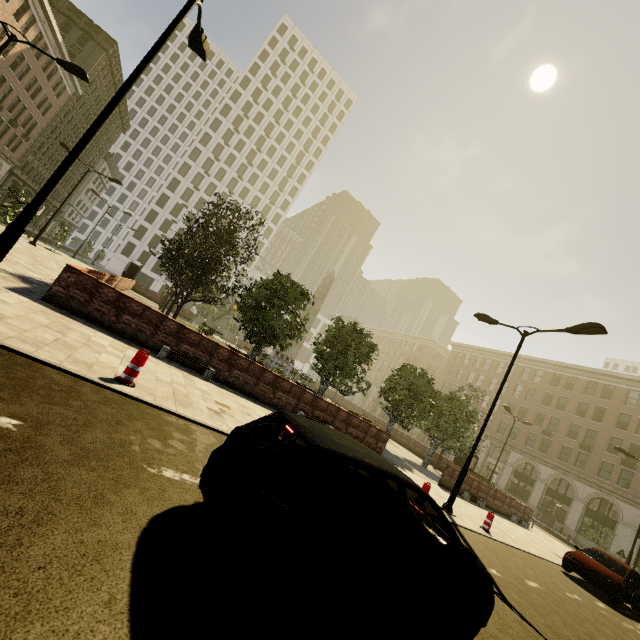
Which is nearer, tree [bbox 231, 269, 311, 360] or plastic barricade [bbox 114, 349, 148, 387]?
plastic barricade [bbox 114, 349, 148, 387]

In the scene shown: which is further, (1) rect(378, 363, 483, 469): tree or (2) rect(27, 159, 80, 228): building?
(2) rect(27, 159, 80, 228): building

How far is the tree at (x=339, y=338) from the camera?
18.05m

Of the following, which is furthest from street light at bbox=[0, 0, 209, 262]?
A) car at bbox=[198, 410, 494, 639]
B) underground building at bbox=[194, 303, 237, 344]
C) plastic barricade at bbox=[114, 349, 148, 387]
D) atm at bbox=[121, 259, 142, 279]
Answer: underground building at bbox=[194, 303, 237, 344]

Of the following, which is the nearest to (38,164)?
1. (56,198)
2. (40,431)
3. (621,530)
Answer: (56,198)

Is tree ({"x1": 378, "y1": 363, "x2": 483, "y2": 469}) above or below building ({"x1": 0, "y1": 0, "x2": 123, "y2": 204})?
below

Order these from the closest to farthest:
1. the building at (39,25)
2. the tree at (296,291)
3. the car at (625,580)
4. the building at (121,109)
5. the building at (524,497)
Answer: the car at (625,580) → the tree at (296,291) → the building at (39,25) → the building at (524,497) → the building at (121,109)
